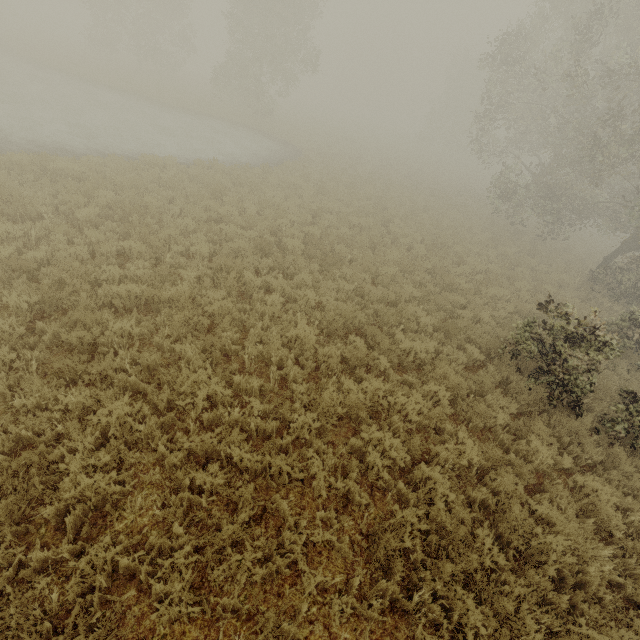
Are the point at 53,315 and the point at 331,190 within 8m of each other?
no
